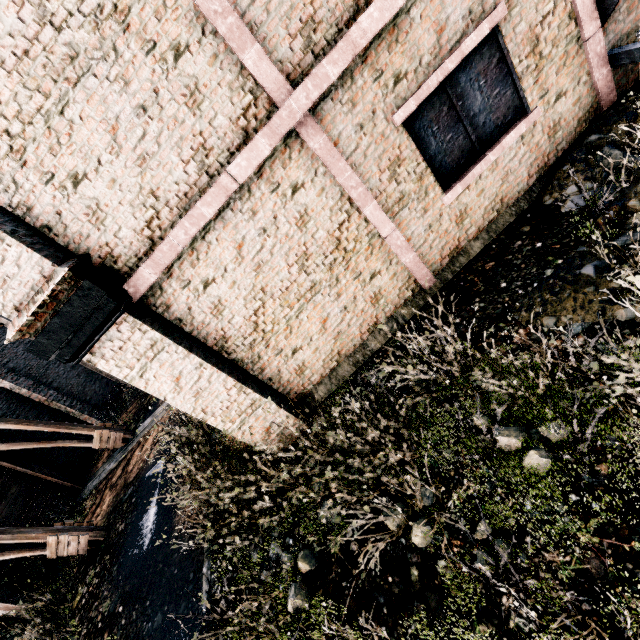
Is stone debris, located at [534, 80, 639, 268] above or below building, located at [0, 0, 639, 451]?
below

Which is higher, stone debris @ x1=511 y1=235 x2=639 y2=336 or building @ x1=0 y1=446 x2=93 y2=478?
building @ x1=0 y1=446 x2=93 y2=478

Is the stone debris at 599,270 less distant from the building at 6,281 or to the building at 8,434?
the building at 6,281

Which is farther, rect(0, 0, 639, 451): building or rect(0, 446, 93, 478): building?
rect(0, 446, 93, 478): building

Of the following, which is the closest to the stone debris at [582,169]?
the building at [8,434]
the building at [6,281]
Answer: the building at [6,281]

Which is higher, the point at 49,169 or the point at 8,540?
the point at 49,169

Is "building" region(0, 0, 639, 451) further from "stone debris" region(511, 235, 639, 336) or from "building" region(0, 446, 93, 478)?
"building" region(0, 446, 93, 478)
